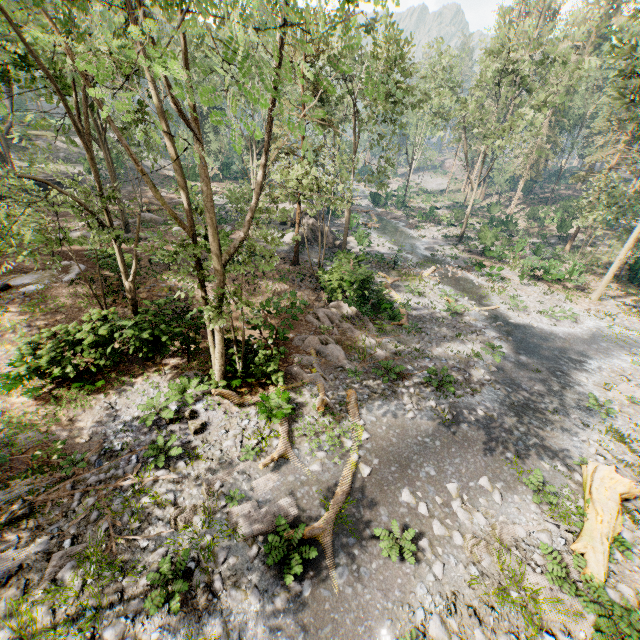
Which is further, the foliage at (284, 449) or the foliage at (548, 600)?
the foliage at (284, 449)

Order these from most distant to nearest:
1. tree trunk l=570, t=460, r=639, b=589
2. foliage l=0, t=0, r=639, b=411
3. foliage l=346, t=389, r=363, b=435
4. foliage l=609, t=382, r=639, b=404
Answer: foliage l=609, t=382, r=639, b=404
foliage l=346, t=389, r=363, b=435
tree trunk l=570, t=460, r=639, b=589
foliage l=0, t=0, r=639, b=411

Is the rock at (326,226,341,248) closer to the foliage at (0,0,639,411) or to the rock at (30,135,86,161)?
the foliage at (0,0,639,411)

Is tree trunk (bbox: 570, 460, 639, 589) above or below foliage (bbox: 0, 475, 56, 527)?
above

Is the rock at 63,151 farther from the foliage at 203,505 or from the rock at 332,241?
the rock at 332,241

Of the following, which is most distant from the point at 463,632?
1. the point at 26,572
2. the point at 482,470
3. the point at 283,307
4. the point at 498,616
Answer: the point at 283,307

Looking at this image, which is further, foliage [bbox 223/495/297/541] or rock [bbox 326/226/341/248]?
rock [bbox 326/226/341/248]

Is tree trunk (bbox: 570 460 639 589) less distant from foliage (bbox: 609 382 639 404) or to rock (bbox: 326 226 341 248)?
foliage (bbox: 609 382 639 404)
